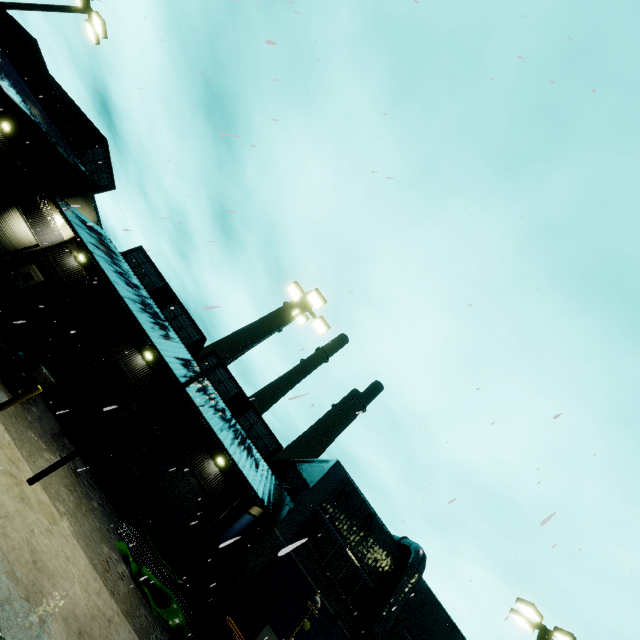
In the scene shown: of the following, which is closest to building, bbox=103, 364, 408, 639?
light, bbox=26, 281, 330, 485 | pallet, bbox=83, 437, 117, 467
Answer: pallet, bbox=83, 437, 117, 467

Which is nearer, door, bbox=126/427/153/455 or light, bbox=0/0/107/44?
light, bbox=0/0/107/44

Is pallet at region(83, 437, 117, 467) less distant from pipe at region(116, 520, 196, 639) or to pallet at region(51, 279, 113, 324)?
pipe at region(116, 520, 196, 639)

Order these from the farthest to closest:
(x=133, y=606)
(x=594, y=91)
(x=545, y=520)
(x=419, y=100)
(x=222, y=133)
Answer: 1. (x=419, y=100)
2. (x=133, y=606)
3. (x=594, y=91)
4. (x=222, y=133)
5. (x=545, y=520)

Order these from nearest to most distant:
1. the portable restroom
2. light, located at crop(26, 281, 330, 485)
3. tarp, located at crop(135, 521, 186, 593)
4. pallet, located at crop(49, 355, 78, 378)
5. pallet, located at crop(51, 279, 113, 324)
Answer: light, located at crop(26, 281, 330, 485) < pallet, located at crop(51, 279, 113, 324) < tarp, located at crop(135, 521, 186, 593) < the portable restroom < pallet, located at crop(49, 355, 78, 378)

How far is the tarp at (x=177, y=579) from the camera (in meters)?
15.24

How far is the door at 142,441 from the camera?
21.8m

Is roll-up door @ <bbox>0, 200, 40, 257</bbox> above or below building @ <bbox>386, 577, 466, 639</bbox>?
below
